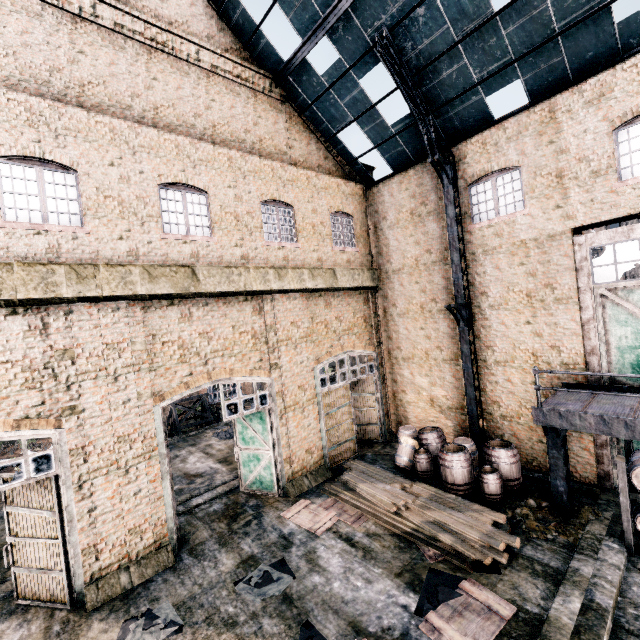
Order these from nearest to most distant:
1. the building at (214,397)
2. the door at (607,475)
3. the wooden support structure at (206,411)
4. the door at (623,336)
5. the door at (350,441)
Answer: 1. the door at (623,336)
2. the door at (607,475)
3. the door at (350,441)
4. the wooden support structure at (206,411)
5. the building at (214,397)

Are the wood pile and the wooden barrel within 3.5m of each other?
yes

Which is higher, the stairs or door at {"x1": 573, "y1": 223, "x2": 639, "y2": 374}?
door at {"x1": 573, "y1": 223, "x2": 639, "y2": 374}

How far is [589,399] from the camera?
9.55m

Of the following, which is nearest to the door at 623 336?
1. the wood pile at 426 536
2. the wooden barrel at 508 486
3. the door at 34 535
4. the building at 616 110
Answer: the wooden barrel at 508 486

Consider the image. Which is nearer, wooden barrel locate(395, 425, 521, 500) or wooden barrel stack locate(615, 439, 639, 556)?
wooden barrel stack locate(615, 439, 639, 556)

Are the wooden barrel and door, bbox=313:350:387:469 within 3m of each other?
no

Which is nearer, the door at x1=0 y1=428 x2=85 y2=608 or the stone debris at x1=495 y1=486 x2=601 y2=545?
the door at x1=0 y1=428 x2=85 y2=608
